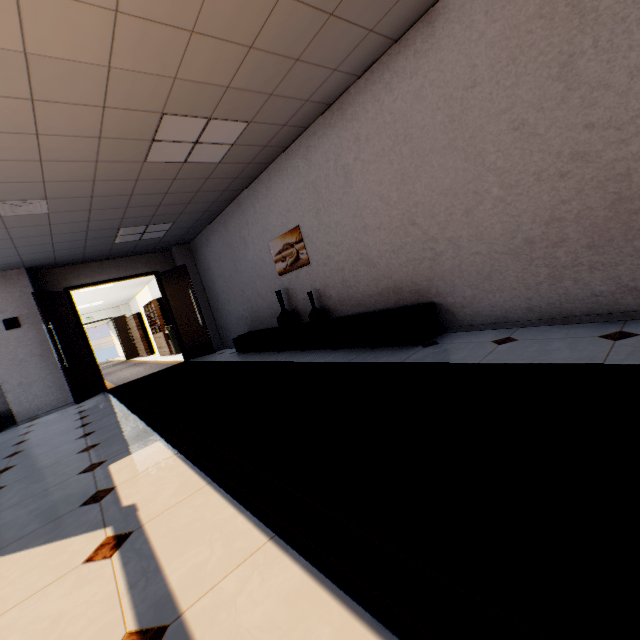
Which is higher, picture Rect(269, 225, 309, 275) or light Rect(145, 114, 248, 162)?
light Rect(145, 114, 248, 162)

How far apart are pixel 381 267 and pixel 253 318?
3.9m

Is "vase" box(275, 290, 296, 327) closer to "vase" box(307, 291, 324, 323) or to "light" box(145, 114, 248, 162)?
"vase" box(307, 291, 324, 323)

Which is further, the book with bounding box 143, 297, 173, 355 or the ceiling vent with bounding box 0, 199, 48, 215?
the book with bounding box 143, 297, 173, 355

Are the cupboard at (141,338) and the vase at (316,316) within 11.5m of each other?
no

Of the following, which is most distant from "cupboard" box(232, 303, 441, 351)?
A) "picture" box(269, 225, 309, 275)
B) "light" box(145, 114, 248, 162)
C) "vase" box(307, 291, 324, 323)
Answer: "light" box(145, 114, 248, 162)

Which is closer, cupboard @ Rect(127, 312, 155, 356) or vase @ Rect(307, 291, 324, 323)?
vase @ Rect(307, 291, 324, 323)

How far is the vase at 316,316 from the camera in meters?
5.0 m
